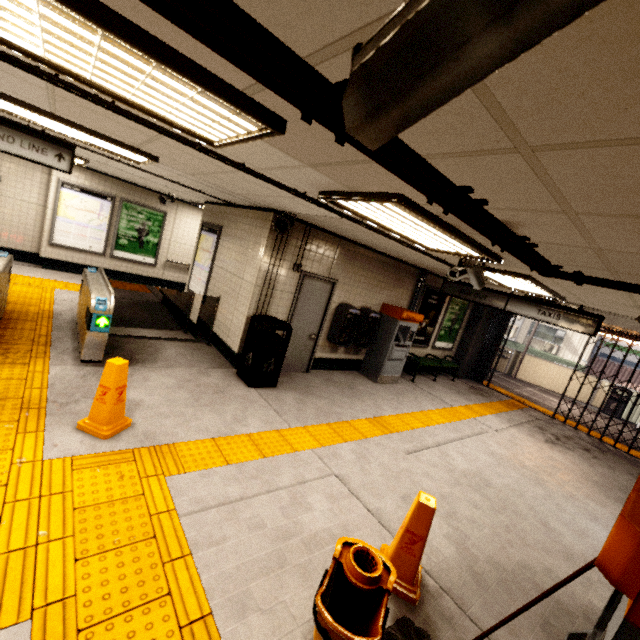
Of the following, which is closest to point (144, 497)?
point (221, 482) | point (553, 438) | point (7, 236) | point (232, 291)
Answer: point (221, 482)

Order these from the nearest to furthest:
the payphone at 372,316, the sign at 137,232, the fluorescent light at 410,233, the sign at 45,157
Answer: the fluorescent light at 410,233 → the sign at 45,157 → the payphone at 372,316 → the sign at 137,232

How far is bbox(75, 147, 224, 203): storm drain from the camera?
5.95m

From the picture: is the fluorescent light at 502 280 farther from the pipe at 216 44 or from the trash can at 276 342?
the trash can at 276 342

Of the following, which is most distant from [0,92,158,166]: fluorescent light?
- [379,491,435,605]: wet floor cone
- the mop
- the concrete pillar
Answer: the concrete pillar

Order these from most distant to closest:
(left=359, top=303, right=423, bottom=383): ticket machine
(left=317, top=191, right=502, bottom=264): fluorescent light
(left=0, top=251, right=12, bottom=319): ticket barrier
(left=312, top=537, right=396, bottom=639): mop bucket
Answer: (left=359, top=303, right=423, bottom=383): ticket machine → (left=0, top=251, right=12, bottom=319): ticket barrier → (left=317, top=191, right=502, bottom=264): fluorescent light → (left=312, top=537, right=396, bottom=639): mop bucket

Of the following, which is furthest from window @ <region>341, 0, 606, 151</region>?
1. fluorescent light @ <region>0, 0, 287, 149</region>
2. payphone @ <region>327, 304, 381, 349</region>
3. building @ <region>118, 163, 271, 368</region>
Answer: payphone @ <region>327, 304, 381, 349</region>

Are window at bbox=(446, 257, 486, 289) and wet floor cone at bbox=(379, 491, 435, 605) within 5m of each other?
yes
